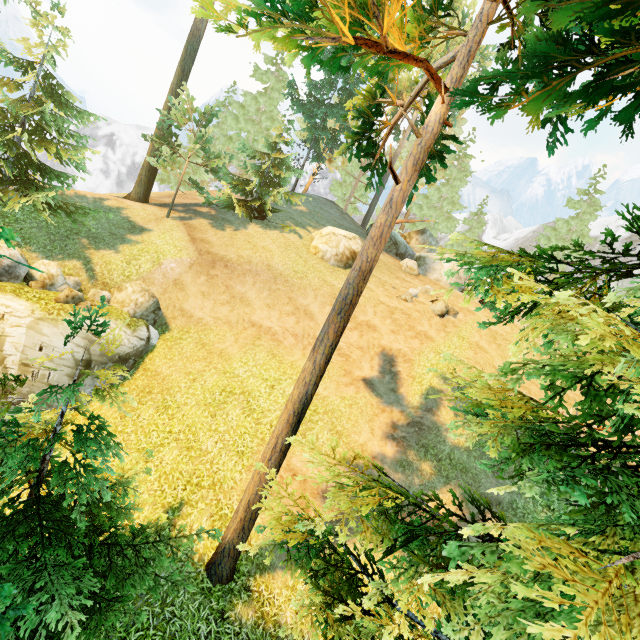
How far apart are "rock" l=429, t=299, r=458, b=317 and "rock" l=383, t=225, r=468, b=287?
8.60m

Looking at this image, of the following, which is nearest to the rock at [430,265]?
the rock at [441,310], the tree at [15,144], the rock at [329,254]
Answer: the rock at [329,254]

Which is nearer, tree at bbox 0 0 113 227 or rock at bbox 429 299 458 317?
tree at bbox 0 0 113 227

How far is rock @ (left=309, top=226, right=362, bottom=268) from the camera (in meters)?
22.03

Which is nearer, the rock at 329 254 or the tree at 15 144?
the tree at 15 144

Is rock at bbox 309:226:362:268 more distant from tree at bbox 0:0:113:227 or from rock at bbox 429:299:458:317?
tree at bbox 0:0:113:227

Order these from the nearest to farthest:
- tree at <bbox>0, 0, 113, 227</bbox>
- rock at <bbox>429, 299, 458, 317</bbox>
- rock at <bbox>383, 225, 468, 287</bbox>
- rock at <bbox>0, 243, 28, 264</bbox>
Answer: rock at <bbox>0, 243, 28, 264</bbox> → tree at <bbox>0, 0, 113, 227</bbox> → rock at <bbox>429, 299, 458, 317</bbox> → rock at <bbox>383, 225, 468, 287</bbox>

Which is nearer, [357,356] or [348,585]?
[348,585]
